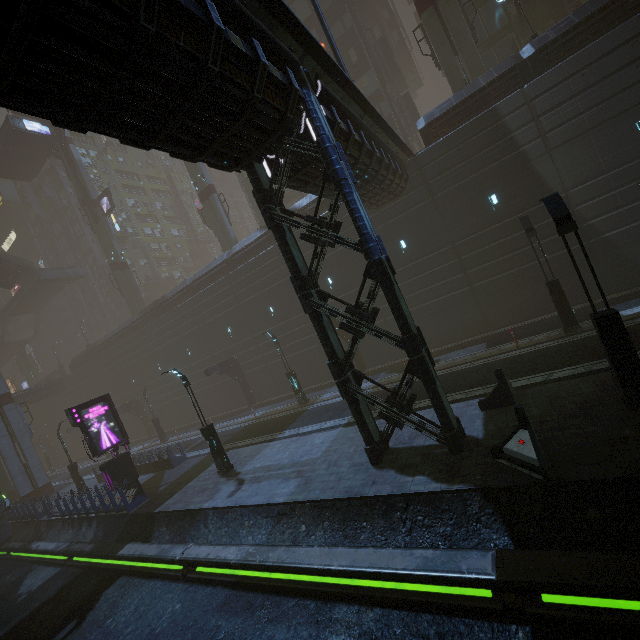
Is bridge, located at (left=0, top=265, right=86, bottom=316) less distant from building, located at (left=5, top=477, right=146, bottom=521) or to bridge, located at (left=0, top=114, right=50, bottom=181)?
building, located at (left=5, top=477, right=146, bottom=521)

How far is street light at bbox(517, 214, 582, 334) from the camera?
14.0 meters

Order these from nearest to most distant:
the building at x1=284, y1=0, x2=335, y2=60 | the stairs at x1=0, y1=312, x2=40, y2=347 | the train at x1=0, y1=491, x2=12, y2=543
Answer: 1. the train at x1=0, y1=491, x2=12, y2=543
2. the building at x1=284, y1=0, x2=335, y2=60
3. the stairs at x1=0, y1=312, x2=40, y2=347

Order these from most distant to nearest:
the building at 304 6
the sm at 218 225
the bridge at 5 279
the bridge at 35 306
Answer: the bridge at 35 306, the bridge at 5 279, the sm at 218 225, the building at 304 6

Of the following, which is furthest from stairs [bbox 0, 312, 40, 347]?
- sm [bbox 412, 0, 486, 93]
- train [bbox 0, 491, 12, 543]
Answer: sm [bbox 412, 0, 486, 93]

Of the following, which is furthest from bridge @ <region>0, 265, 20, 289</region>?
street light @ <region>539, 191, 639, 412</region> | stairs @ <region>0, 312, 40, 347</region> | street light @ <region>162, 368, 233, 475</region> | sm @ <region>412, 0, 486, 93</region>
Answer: street light @ <region>539, 191, 639, 412</region>

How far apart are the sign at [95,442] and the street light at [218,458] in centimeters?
792cm

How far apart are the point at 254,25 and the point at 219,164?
3.46m
